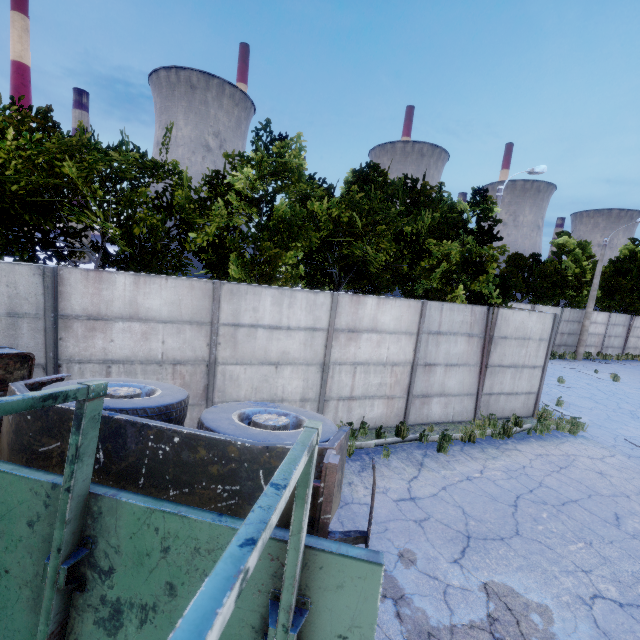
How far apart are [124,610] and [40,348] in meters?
5.8 m
